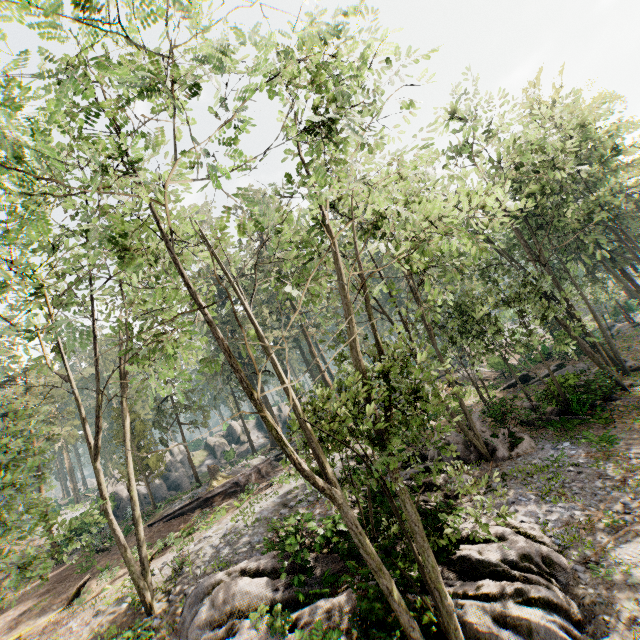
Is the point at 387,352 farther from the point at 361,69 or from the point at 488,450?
Result: the point at 488,450

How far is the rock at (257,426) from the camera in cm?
5249

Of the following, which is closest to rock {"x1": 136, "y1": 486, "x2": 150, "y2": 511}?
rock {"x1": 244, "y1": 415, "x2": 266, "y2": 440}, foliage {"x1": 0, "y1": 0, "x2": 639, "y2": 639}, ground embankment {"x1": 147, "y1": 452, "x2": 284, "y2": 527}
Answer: rock {"x1": 244, "y1": 415, "x2": 266, "y2": 440}

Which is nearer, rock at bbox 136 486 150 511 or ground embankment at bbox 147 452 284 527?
ground embankment at bbox 147 452 284 527

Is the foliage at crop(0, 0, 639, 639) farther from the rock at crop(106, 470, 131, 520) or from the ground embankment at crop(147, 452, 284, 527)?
the rock at crop(106, 470, 131, 520)

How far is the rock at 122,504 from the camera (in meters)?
34.12

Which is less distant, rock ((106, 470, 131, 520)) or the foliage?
the foliage

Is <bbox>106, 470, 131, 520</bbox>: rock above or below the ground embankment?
above
